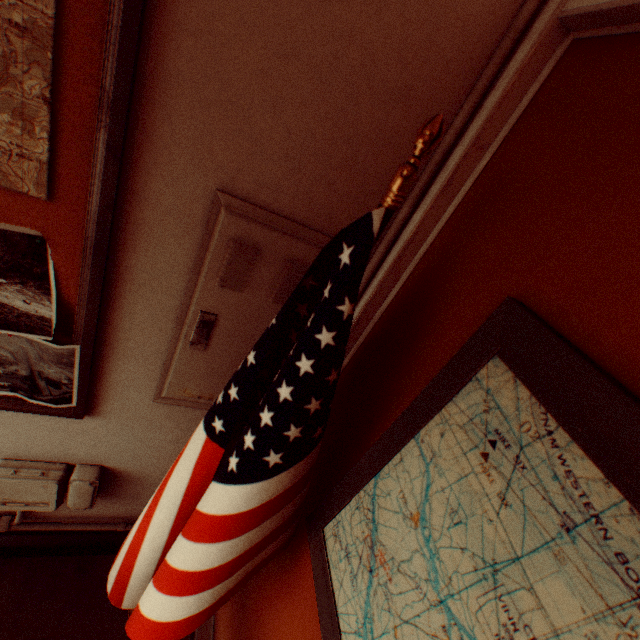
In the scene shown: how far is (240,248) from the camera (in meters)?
0.96

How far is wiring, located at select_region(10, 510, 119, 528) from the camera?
1.54m

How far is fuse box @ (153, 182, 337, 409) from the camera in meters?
0.9 m

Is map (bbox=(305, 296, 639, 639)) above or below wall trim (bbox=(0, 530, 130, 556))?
above

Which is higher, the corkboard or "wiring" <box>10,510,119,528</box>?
the corkboard

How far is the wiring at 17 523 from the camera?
1.5 meters

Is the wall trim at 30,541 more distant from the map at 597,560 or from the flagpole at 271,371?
the map at 597,560

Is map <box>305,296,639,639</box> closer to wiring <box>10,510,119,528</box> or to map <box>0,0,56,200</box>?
wiring <box>10,510,119,528</box>
